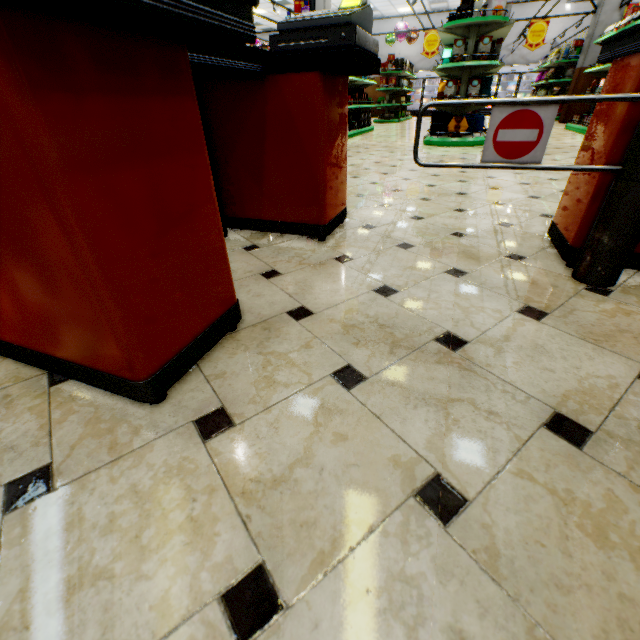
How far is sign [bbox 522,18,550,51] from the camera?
10.36m

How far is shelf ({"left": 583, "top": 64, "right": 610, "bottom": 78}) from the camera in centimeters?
724cm

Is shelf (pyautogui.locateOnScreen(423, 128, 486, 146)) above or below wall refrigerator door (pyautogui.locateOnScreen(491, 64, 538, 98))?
below

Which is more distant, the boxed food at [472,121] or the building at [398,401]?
the boxed food at [472,121]

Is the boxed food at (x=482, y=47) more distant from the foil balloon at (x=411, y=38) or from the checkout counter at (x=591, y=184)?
the foil balloon at (x=411, y=38)

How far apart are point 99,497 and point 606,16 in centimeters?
1583cm

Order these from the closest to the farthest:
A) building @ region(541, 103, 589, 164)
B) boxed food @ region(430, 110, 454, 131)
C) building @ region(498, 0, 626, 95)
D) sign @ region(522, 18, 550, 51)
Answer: building @ region(541, 103, 589, 164), boxed food @ region(430, 110, 454, 131), building @ region(498, 0, 626, 95), sign @ region(522, 18, 550, 51)

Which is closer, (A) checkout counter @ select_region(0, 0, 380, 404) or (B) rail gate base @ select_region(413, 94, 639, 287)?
(A) checkout counter @ select_region(0, 0, 380, 404)
